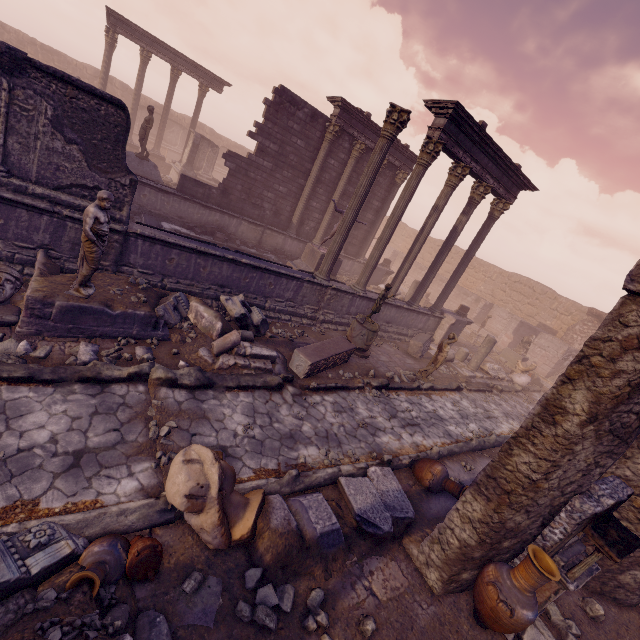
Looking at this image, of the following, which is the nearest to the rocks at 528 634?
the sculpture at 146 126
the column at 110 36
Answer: the sculpture at 146 126

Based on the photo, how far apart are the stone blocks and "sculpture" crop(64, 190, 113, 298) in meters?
8.0

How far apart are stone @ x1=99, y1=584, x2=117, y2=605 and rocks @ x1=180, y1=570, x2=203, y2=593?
0.6 meters

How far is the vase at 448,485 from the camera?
5.8 meters

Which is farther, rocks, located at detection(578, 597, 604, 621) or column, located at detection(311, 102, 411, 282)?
column, located at detection(311, 102, 411, 282)

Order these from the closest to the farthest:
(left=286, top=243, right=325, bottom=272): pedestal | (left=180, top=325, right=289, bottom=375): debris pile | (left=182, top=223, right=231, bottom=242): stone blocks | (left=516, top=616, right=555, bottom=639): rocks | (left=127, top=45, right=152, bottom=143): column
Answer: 1. (left=516, top=616, right=555, bottom=639): rocks
2. (left=180, top=325, right=289, bottom=375): debris pile
3. (left=182, top=223, right=231, bottom=242): stone blocks
4. (left=286, top=243, right=325, bottom=272): pedestal
5. (left=127, top=45, right=152, bottom=143): column

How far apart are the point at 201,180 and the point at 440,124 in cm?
1775

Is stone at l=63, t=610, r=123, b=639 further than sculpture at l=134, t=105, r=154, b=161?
No
